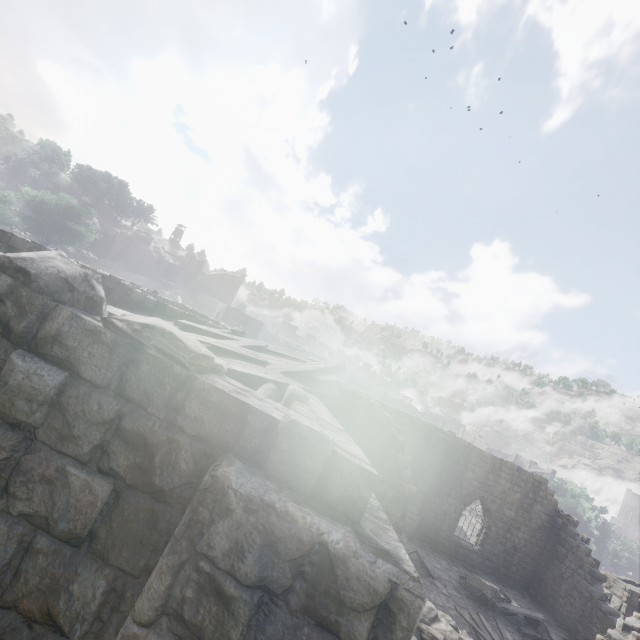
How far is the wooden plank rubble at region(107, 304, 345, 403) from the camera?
6.35m

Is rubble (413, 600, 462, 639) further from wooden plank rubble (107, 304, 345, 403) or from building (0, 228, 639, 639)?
wooden plank rubble (107, 304, 345, 403)

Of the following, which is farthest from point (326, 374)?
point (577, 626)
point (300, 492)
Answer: point (577, 626)

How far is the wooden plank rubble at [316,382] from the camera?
6.4m

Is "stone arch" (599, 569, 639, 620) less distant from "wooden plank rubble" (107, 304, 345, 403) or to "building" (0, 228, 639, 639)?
"building" (0, 228, 639, 639)

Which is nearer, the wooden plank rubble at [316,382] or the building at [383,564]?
the building at [383,564]

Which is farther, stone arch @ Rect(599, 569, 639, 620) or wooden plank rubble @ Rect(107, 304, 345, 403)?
stone arch @ Rect(599, 569, 639, 620)

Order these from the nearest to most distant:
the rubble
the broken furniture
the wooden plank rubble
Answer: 1. the wooden plank rubble
2. the rubble
3. the broken furniture
